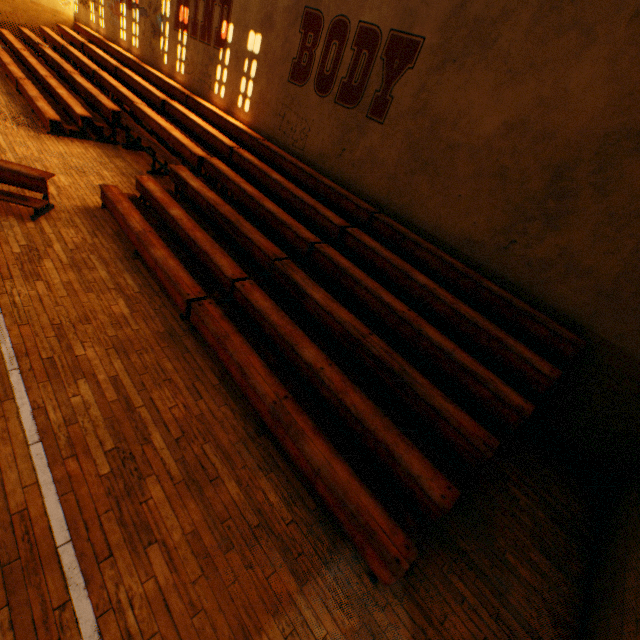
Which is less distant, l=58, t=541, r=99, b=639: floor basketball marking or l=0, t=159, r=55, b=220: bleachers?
l=58, t=541, r=99, b=639: floor basketball marking

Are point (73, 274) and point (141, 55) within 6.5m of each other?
no

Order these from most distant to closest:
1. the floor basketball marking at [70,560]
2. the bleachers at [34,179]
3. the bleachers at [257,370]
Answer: the bleachers at [34,179], the bleachers at [257,370], the floor basketball marking at [70,560]

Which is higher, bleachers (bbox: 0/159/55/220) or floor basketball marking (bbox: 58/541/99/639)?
bleachers (bbox: 0/159/55/220)

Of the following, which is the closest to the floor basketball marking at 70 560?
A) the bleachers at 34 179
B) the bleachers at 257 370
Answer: the bleachers at 34 179

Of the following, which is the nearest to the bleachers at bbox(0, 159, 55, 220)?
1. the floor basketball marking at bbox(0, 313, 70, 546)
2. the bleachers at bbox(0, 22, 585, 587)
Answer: the floor basketball marking at bbox(0, 313, 70, 546)

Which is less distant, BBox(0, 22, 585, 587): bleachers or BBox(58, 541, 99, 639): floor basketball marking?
BBox(58, 541, 99, 639): floor basketball marking

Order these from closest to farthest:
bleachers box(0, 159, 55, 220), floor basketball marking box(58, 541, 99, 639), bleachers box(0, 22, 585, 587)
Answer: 1. floor basketball marking box(58, 541, 99, 639)
2. bleachers box(0, 22, 585, 587)
3. bleachers box(0, 159, 55, 220)
